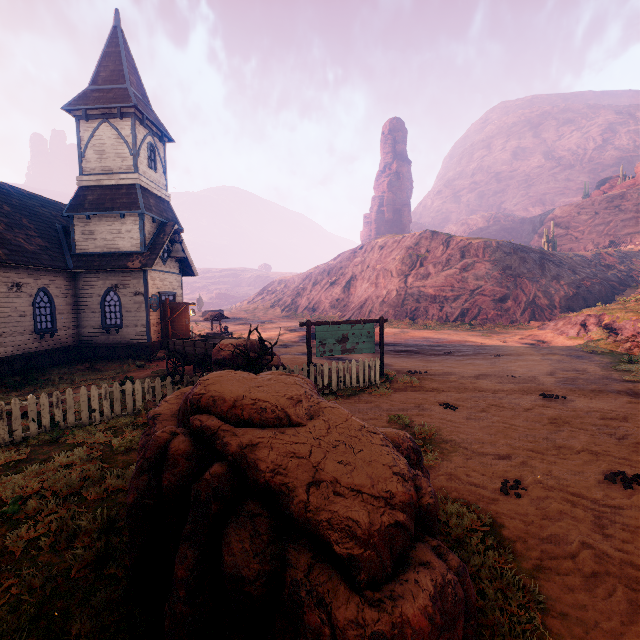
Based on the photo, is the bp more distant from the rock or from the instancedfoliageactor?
the rock

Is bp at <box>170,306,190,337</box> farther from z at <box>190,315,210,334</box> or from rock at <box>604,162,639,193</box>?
rock at <box>604,162,639,193</box>

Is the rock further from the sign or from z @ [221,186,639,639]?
the sign

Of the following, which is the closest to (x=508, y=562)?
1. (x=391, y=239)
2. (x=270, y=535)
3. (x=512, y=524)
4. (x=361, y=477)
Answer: (x=512, y=524)

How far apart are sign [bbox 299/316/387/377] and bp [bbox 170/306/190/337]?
9.9m

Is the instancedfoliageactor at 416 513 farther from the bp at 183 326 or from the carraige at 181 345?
the bp at 183 326

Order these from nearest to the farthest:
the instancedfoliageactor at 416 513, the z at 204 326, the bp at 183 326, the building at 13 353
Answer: the instancedfoliageactor at 416 513 < the building at 13 353 < the bp at 183 326 < the z at 204 326

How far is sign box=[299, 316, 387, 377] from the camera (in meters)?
11.53
